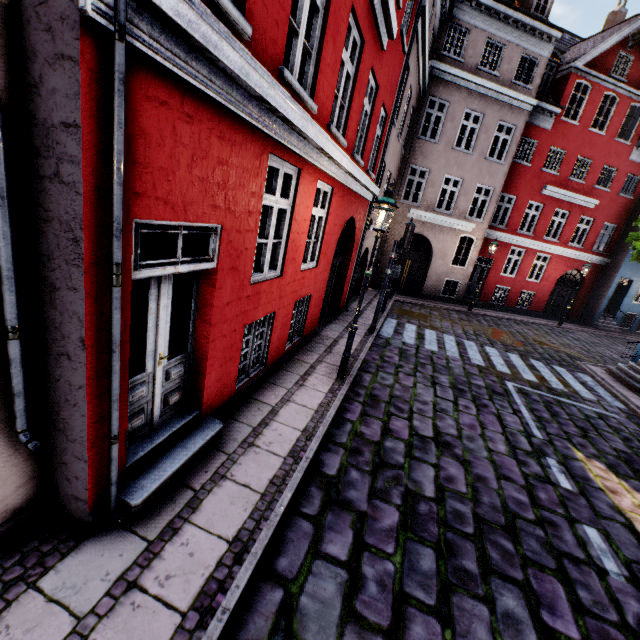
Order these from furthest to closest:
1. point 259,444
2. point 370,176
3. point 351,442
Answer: point 370,176 < point 351,442 < point 259,444

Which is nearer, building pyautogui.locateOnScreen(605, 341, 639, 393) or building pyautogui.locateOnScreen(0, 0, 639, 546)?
building pyautogui.locateOnScreen(0, 0, 639, 546)

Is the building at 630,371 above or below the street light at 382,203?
below

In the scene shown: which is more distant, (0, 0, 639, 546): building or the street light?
the street light

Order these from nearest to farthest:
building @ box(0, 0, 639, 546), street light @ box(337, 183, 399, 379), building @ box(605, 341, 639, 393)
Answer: building @ box(0, 0, 639, 546), street light @ box(337, 183, 399, 379), building @ box(605, 341, 639, 393)

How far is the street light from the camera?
5.8 meters

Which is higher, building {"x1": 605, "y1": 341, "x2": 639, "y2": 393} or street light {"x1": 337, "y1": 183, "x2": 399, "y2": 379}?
street light {"x1": 337, "y1": 183, "x2": 399, "y2": 379}

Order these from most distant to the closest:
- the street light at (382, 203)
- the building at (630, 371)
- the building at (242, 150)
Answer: the building at (630, 371) < the street light at (382, 203) < the building at (242, 150)
